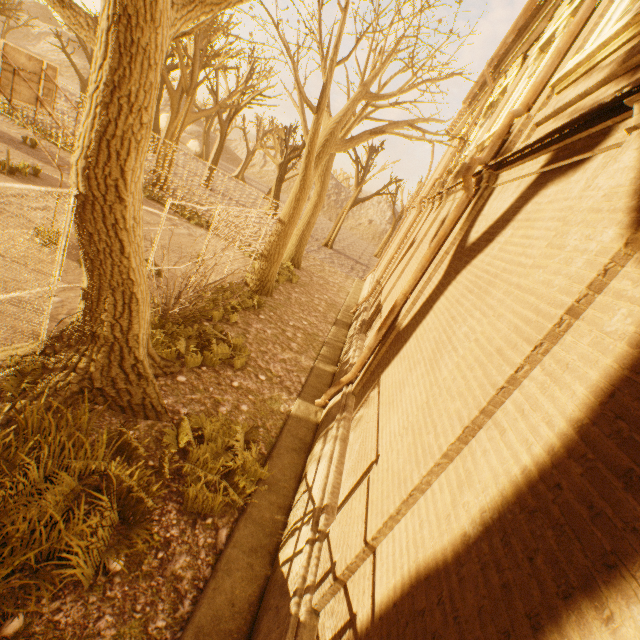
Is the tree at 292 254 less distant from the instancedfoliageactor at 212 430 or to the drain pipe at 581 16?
the instancedfoliageactor at 212 430

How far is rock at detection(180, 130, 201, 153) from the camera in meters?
51.2 m

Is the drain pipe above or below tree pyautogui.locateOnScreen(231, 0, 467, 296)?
above

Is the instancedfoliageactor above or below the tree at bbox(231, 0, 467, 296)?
below

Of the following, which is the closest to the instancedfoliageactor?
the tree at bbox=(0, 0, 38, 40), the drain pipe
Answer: the tree at bbox=(0, 0, 38, 40)

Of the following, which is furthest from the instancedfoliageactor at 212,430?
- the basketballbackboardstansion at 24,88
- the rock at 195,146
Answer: the rock at 195,146

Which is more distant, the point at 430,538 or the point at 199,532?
the point at 199,532

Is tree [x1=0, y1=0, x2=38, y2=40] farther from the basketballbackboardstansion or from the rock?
the rock
